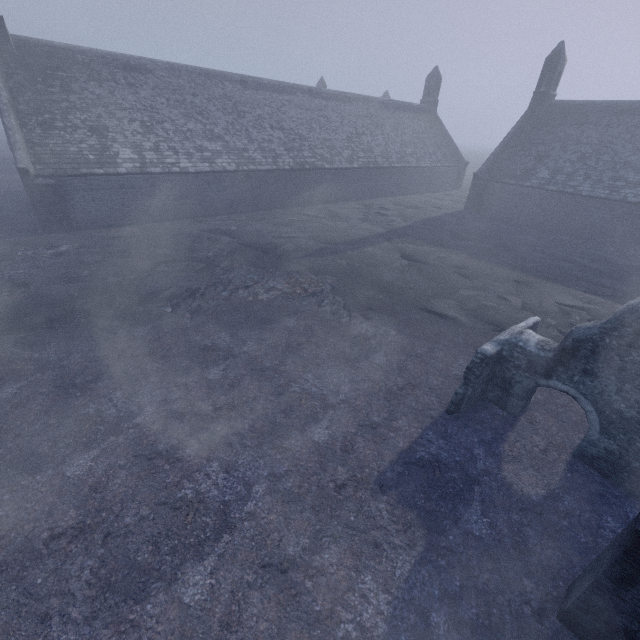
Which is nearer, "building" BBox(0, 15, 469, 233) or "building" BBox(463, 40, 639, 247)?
"building" BBox(0, 15, 469, 233)

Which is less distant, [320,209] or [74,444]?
[74,444]

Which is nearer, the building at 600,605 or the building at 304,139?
the building at 600,605

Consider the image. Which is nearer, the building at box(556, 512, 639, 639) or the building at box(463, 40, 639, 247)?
the building at box(556, 512, 639, 639)

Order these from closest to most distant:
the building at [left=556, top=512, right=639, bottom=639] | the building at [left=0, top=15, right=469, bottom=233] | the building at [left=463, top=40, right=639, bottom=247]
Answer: the building at [left=556, top=512, right=639, bottom=639] → the building at [left=0, top=15, right=469, bottom=233] → the building at [left=463, top=40, right=639, bottom=247]

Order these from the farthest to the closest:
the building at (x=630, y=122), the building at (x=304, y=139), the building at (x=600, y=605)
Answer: the building at (x=630, y=122) < the building at (x=304, y=139) < the building at (x=600, y=605)
